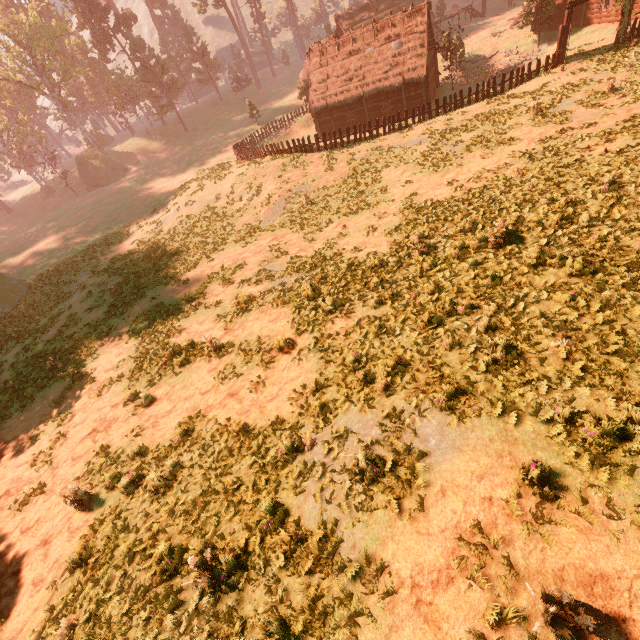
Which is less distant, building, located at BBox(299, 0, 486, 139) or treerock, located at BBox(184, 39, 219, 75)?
building, located at BBox(299, 0, 486, 139)

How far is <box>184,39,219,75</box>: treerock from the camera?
56.28m

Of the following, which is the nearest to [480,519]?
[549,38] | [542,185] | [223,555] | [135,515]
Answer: [223,555]

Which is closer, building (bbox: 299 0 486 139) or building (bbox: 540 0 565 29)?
building (bbox: 299 0 486 139)

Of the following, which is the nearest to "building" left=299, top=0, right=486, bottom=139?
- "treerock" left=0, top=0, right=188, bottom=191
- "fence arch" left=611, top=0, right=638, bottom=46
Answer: "treerock" left=0, top=0, right=188, bottom=191

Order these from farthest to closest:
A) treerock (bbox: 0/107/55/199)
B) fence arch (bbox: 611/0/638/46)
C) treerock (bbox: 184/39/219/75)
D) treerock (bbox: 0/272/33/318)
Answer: treerock (bbox: 184/39/219/75)
treerock (bbox: 0/107/55/199)
treerock (bbox: 0/272/33/318)
fence arch (bbox: 611/0/638/46)

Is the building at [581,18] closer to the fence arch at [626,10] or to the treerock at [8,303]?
the treerock at [8,303]
